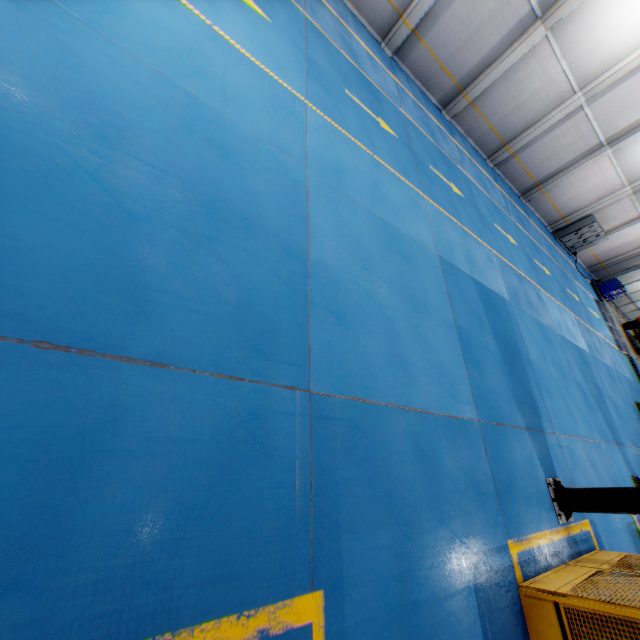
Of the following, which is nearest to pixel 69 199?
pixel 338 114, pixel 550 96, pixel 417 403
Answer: pixel 417 403

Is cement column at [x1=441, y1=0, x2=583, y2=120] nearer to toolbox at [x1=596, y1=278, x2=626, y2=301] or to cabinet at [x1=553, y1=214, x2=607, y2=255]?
cabinet at [x1=553, y1=214, x2=607, y2=255]

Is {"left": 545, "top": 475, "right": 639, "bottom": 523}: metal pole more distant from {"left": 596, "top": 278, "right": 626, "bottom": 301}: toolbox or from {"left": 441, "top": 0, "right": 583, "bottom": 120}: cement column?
{"left": 596, "top": 278, "right": 626, "bottom": 301}: toolbox

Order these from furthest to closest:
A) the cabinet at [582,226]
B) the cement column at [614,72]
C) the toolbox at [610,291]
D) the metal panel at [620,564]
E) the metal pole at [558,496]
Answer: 1. the toolbox at [610,291]
2. the cabinet at [582,226]
3. the cement column at [614,72]
4. the metal pole at [558,496]
5. the metal panel at [620,564]

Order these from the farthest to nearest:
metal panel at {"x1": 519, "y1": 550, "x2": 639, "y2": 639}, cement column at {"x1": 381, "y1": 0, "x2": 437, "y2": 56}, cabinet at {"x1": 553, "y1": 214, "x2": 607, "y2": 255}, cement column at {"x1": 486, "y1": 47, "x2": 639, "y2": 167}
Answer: cabinet at {"x1": 553, "y1": 214, "x2": 607, "y2": 255} → cement column at {"x1": 486, "y1": 47, "x2": 639, "y2": 167} → cement column at {"x1": 381, "y1": 0, "x2": 437, "y2": 56} → metal panel at {"x1": 519, "y1": 550, "x2": 639, "y2": 639}

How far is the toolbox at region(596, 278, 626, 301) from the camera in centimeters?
2297cm

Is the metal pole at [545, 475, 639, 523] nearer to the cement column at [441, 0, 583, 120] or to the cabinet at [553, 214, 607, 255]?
the cement column at [441, 0, 583, 120]

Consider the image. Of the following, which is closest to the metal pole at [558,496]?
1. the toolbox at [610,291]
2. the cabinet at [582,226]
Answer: the cabinet at [582,226]
